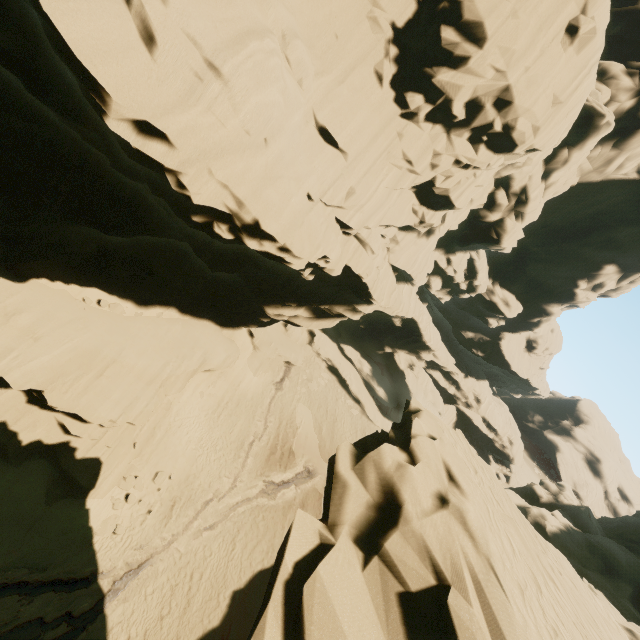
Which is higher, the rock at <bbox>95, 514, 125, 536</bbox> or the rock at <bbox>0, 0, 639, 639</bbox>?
the rock at <bbox>0, 0, 639, 639</bbox>

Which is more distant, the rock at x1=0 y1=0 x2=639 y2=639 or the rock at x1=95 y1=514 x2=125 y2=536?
the rock at x1=95 y1=514 x2=125 y2=536

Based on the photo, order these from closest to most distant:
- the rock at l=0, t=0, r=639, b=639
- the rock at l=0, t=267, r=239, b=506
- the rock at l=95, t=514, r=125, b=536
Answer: the rock at l=0, t=0, r=639, b=639
the rock at l=0, t=267, r=239, b=506
the rock at l=95, t=514, r=125, b=536

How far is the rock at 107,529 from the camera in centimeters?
1628cm

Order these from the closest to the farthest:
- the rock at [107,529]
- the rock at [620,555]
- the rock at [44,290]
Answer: the rock at [620,555], the rock at [44,290], the rock at [107,529]

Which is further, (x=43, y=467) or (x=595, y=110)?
(x=595, y=110)

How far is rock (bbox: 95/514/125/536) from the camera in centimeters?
1628cm
